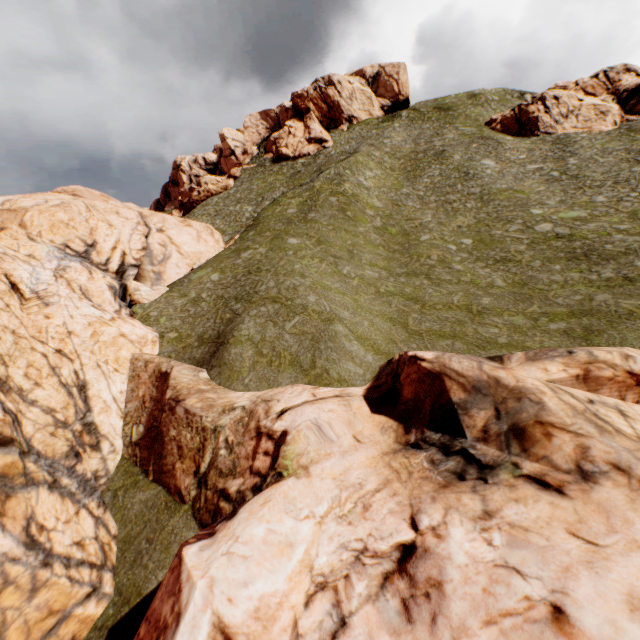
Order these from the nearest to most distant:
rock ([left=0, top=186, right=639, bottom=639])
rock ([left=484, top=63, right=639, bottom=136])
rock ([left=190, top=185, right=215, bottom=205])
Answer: rock ([left=0, top=186, right=639, bottom=639]) → rock ([left=484, top=63, right=639, bottom=136]) → rock ([left=190, top=185, right=215, bottom=205])

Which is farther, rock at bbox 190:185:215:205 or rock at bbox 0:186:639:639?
rock at bbox 190:185:215:205

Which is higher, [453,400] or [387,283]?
Result: [387,283]

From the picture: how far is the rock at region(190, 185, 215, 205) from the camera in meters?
59.6

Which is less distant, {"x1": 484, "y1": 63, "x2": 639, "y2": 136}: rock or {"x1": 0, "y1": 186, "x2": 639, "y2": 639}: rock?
{"x1": 0, "y1": 186, "x2": 639, "y2": 639}: rock

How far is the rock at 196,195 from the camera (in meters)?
59.59

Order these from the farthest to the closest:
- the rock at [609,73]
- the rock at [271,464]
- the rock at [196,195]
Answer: the rock at [196,195] → the rock at [609,73] → the rock at [271,464]
